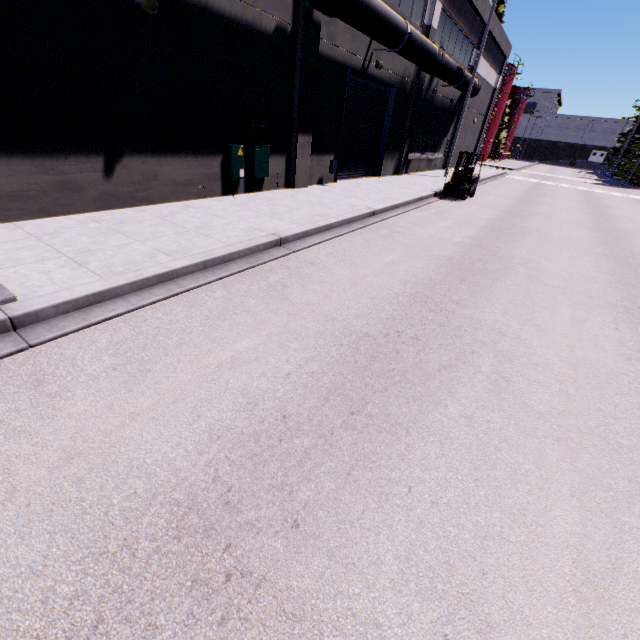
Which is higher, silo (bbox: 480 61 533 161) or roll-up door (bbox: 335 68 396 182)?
silo (bbox: 480 61 533 161)

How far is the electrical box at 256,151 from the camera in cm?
1048

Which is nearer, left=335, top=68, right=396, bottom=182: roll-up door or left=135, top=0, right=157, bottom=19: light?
left=135, top=0, right=157, bottom=19: light

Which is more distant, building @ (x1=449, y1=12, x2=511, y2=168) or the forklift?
building @ (x1=449, y1=12, x2=511, y2=168)

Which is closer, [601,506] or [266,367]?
[601,506]

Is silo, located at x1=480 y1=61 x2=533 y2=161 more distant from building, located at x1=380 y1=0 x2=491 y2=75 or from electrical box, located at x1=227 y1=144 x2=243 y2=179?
Result: electrical box, located at x1=227 y1=144 x2=243 y2=179

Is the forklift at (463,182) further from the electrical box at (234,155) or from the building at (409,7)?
the building at (409,7)

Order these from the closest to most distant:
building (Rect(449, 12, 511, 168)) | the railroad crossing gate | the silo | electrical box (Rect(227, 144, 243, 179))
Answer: the railroad crossing gate, electrical box (Rect(227, 144, 243, 179)), building (Rect(449, 12, 511, 168)), the silo
